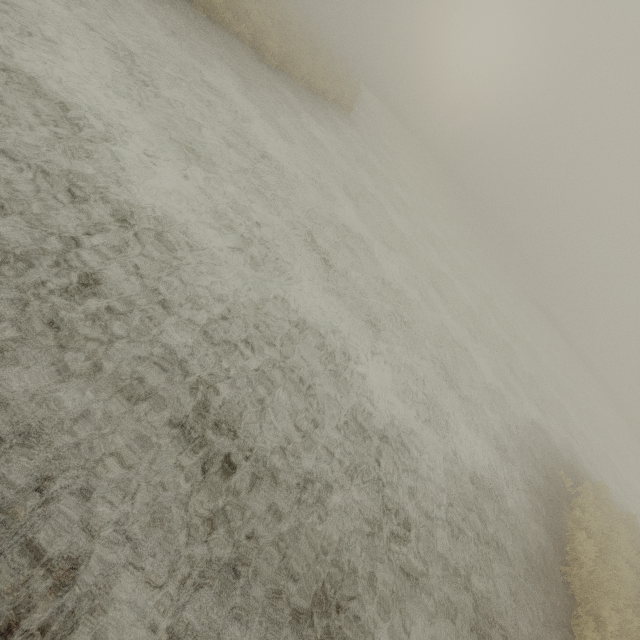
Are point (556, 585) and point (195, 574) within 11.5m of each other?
yes
